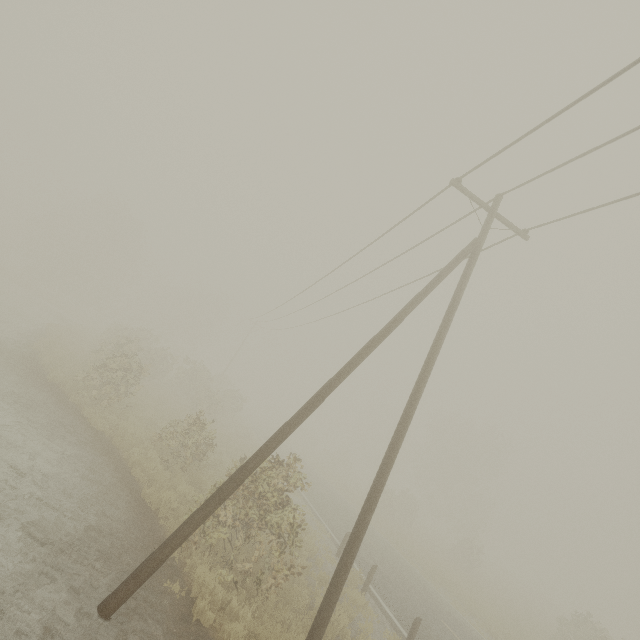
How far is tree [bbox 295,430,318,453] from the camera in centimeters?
5597cm

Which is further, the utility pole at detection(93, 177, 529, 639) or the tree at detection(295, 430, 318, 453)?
the tree at detection(295, 430, 318, 453)

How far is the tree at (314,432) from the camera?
56.0 meters

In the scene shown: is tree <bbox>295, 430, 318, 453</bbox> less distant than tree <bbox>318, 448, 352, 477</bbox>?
No

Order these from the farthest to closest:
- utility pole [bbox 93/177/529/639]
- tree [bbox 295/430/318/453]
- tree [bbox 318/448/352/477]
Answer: tree [bbox 295/430/318/453] → tree [bbox 318/448/352/477] → utility pole [bbox 93/177/529/639]

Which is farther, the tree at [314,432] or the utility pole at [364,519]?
the tree at [314,432]

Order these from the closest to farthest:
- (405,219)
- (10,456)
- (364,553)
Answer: (10,456) → (405,219) → (364,553)
